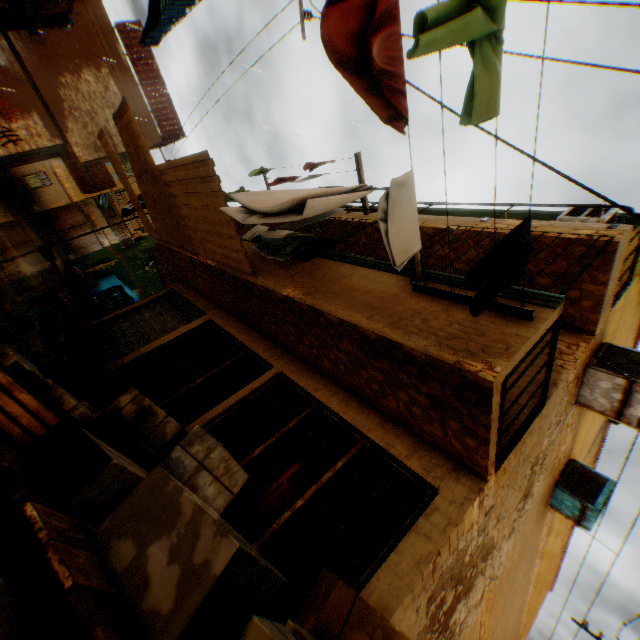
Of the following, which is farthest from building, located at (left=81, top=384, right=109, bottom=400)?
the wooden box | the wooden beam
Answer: the wooden box

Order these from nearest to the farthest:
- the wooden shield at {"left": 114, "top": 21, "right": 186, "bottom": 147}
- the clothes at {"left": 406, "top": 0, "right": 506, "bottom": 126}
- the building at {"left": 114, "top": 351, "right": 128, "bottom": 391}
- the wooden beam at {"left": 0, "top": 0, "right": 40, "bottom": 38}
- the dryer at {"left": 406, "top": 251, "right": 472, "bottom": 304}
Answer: the clothes at {"left": 406, "top": 0, "right": 506, "bottom": 126}, the dryer at {"left": 406, "top": 251, "right": 472, "bottom": 304}, the building at {"left": 114, "top": 351, "right": 128, "bottom": 391}, the wooden beam at {"left": 0, "top": 0, "right": 40, "bottom": 38}, the wooden shield at {"left": 114, "top": 21, "right": 186, "bottom": 147}

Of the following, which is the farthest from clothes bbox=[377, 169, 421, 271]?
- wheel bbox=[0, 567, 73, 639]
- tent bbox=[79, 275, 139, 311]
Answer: tent bbox=[79, 275, 139, 311]

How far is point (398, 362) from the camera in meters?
3.5 m

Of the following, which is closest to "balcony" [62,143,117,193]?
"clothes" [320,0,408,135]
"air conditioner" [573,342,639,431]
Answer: "clothes" [320,0,408,135]

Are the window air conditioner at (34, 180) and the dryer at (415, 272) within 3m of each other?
no

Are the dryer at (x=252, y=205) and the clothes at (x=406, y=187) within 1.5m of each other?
yes

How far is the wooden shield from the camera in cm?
1476
